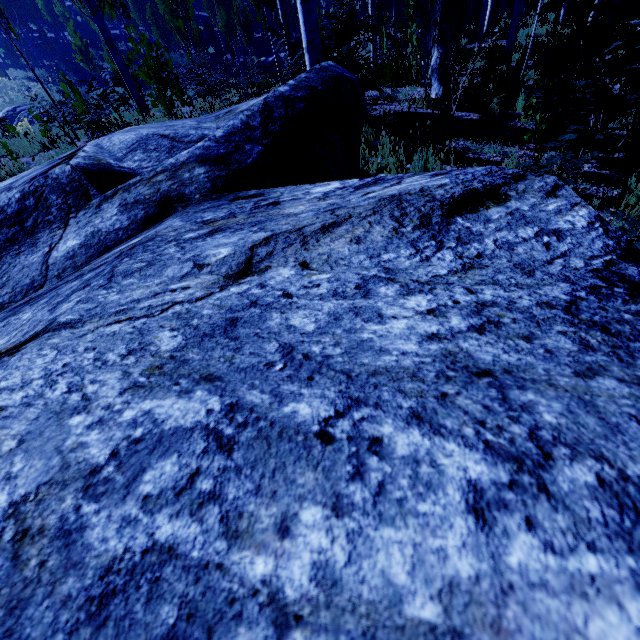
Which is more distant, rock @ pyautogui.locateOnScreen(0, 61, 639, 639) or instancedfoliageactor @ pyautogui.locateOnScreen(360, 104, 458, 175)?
instancedfoliageactor @ pyautogui.locateOnScreen(360, 104, 458, 175)

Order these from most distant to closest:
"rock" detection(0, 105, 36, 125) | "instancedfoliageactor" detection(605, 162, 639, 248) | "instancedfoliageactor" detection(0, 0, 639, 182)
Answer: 1. "rock" detection(0, 105, 36, 125)
2. "instancedfoliageactor" detection(0, 0, 639, 182)
3. "instancedfoliageactor" detection(605, 162, 639, 248)

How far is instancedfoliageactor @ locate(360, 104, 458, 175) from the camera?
4.63m

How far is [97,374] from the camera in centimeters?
81cm

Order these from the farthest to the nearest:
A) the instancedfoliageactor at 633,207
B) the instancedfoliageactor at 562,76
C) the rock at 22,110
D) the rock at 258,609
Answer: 1. the rock at 22,110
2. the instancedfoliageactor at 562,76
3. the instancedfoliageactor at 633,207
4. the rock at 258,609

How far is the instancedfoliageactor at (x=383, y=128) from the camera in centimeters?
463cm

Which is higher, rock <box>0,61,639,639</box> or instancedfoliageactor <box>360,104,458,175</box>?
rock <box>0,61,639,639</box>
